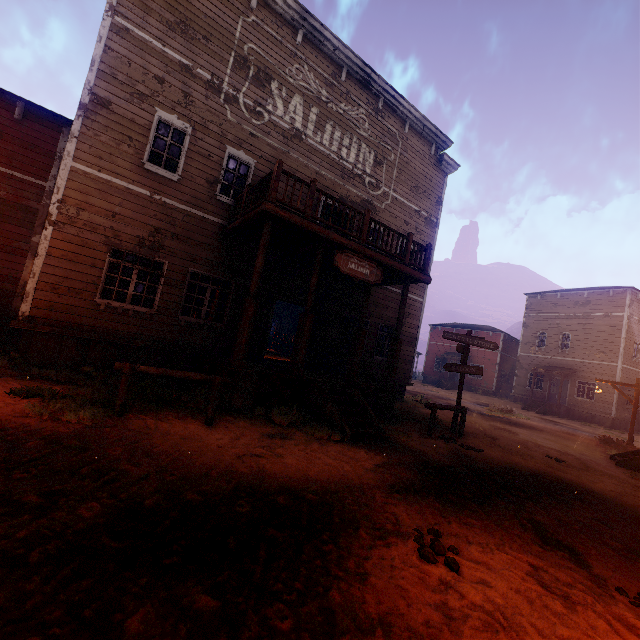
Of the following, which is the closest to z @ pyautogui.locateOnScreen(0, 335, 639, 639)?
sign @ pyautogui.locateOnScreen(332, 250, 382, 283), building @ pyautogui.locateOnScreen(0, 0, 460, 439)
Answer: building @ pyautogui.locateOnScreen(0, 0, 460, 439)

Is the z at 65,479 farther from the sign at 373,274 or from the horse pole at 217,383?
the sign at 373,274

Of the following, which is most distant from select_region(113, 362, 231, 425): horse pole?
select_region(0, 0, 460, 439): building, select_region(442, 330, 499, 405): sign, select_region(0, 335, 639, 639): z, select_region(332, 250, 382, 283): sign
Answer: select_region(442, 330, 499, 405): sign

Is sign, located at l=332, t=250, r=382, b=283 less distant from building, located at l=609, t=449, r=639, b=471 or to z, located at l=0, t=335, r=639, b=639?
building, located at l=609, t=449, r=639, b=471

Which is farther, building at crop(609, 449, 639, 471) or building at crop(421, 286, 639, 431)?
building at crop(421, 286, 639, 431)

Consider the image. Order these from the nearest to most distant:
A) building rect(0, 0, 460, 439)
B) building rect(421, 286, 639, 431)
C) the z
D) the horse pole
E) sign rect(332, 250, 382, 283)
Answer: the z, the horse pole, building rect(0, 0, 460, 439), sign rect(332, 250, 382, 283), building rect(421, 286, 639, 431)

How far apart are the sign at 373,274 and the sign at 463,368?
3.3 meters

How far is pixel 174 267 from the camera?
9.23m
